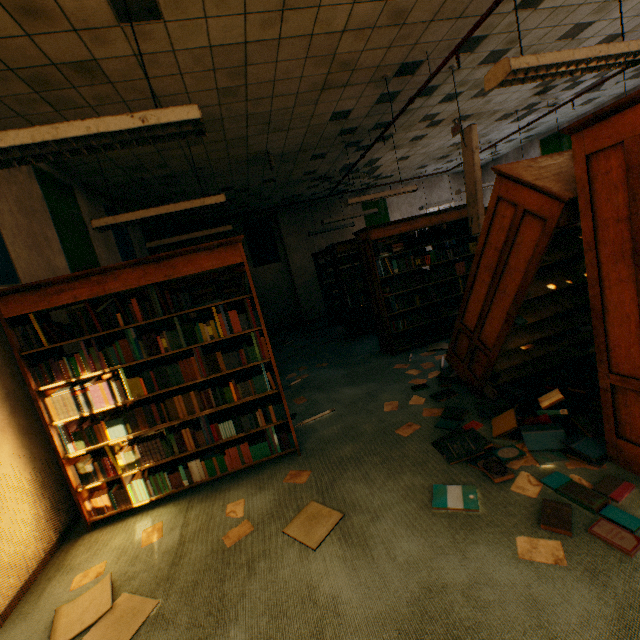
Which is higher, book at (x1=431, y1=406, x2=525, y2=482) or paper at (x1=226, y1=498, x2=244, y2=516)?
book at (x1=431, y1=406, x2=525, y2=482)

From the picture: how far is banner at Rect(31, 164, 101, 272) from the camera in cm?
414

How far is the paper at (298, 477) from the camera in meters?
2.9

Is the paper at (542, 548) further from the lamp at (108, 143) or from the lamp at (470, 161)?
the lamp at (470, 161)

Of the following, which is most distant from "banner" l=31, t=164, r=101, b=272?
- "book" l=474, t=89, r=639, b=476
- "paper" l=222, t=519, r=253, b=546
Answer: "book" l=474, t=89, r=639, b=476

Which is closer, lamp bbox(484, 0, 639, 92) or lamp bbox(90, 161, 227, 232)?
lamp bbox(484, 0, 639, 92)

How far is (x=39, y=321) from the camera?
2.7 meters

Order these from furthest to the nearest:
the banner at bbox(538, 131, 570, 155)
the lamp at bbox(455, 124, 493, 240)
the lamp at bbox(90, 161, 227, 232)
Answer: the banner at bbox(538, 131, 570, 155) < the lamp at bbox(455, 124, 493, 240) < the lamp at bbox(90, 161, 227, 232)
